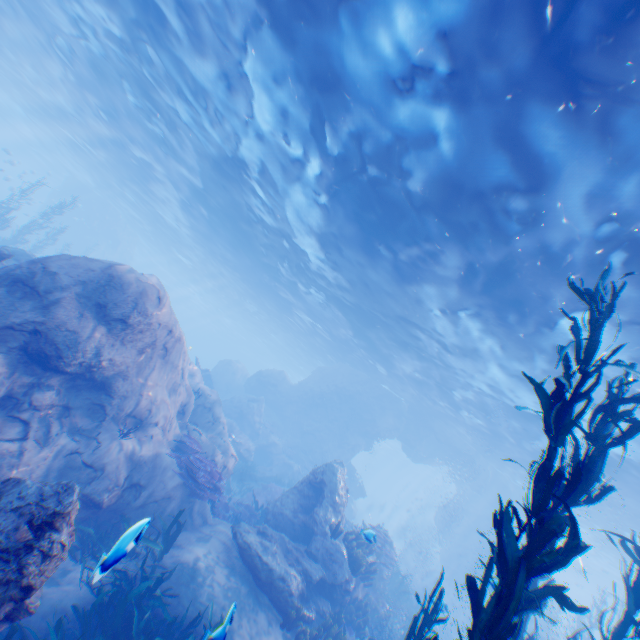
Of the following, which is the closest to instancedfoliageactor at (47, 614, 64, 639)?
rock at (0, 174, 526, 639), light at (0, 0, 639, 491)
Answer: A: rock at (0, 174, 526, 639)

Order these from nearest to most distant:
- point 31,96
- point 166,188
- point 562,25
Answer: point 562,25 → point 166,188 → point 31,96

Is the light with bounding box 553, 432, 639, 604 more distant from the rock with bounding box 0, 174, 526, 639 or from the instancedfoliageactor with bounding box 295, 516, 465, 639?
the instancedfoliageactor with bounding box 295, 516, 465, 639

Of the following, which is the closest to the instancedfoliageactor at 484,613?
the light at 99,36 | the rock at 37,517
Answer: the rock at 37,517

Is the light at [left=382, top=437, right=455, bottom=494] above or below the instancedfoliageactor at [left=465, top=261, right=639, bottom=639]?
above

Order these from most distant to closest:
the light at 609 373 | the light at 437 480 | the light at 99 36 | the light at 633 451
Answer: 1. the light at 437 480
2. the light at 633 451
3. the light at 609 373
4. the light at 99 36
